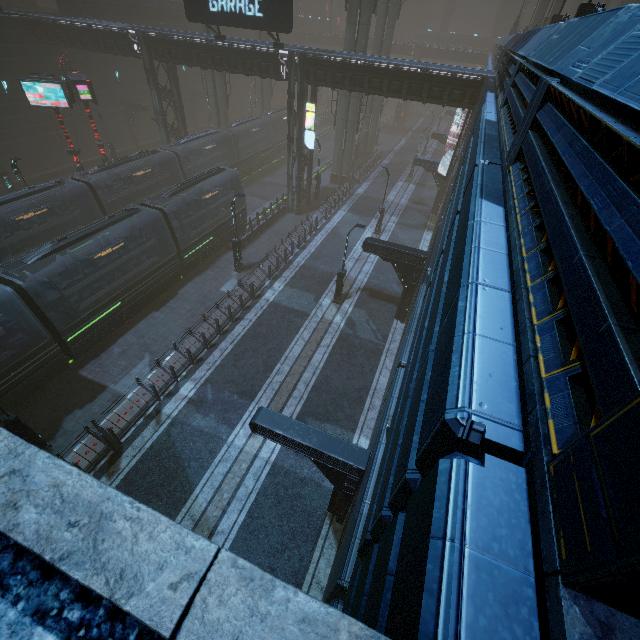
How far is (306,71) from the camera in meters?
22.6

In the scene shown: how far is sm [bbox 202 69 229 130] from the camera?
34.8m

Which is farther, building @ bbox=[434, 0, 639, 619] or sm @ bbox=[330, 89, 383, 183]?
sm @ bbox=[330, 89, 383, 183]

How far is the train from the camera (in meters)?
25.58

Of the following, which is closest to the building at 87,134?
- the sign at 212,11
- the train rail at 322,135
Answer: the train rail at 322,135

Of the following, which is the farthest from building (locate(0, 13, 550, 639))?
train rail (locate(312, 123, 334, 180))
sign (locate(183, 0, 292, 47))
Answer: sign (locate(183, 0, 292, 47))

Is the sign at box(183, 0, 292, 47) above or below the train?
above

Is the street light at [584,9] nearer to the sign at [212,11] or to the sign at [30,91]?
the sign at [212,11]
